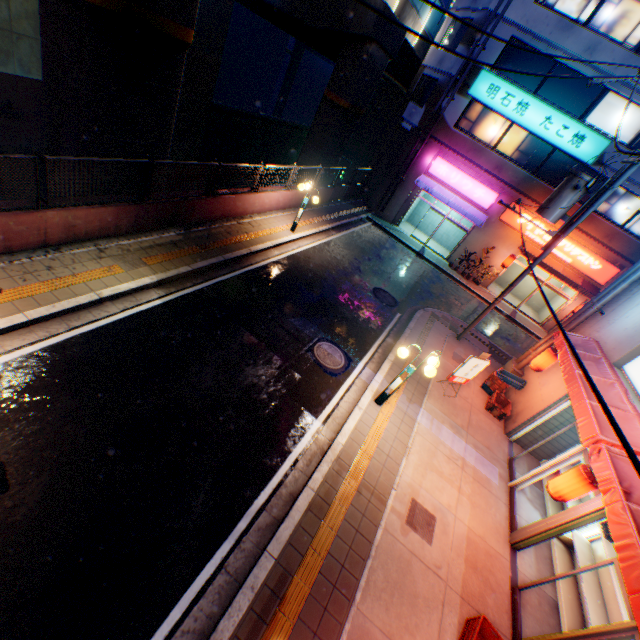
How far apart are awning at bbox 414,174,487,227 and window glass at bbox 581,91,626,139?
6.1m

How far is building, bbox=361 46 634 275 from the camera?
17.1m

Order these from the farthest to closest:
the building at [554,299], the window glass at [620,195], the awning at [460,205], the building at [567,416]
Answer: the building at [554,299]
the awning at [460,205]
the window glass at [620,195]
the building at [567,416]

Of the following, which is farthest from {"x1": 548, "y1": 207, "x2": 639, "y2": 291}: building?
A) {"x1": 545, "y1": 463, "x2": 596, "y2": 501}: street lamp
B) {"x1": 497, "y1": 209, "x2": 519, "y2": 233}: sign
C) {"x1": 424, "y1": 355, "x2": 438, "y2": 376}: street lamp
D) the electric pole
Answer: {"x1": 545, "y1": 463, "x2": 596, "y2": 501}: street lamp

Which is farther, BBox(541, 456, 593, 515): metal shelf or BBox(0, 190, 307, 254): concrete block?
BBox(541, 456, 593, 515): metal shelf

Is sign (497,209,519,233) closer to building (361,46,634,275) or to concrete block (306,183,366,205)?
building (361,46,634,275)

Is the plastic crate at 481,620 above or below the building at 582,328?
below

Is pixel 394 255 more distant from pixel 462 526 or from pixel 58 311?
pixel 58 311
